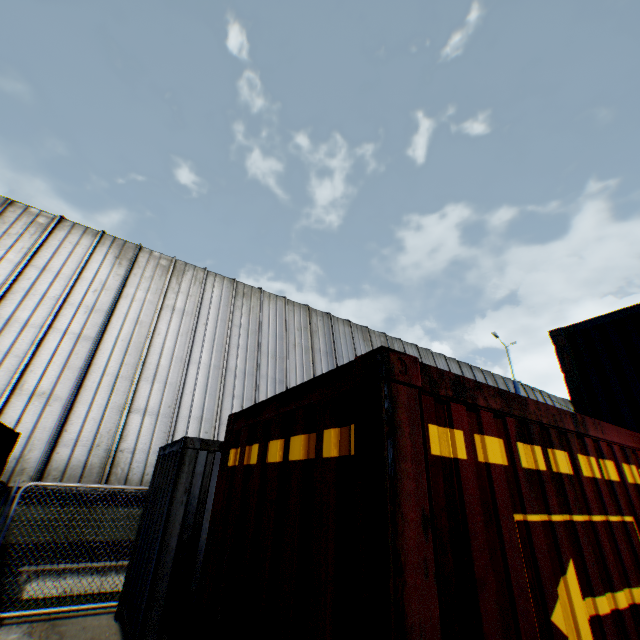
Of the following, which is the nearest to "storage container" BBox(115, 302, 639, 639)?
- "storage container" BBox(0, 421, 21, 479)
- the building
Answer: "storage container" BBox(0, 421, 21, 479)

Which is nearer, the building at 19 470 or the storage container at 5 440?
the storage container at 5 440

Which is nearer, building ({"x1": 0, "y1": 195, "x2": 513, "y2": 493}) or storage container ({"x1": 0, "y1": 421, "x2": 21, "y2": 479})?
storage container ({"x1": 0, "y1": 421, "x2": 21, "y2": 479})

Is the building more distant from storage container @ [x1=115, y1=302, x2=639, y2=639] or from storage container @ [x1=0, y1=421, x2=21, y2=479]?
storage container @ [x1=115, y1=302, x2=639, y2=639]

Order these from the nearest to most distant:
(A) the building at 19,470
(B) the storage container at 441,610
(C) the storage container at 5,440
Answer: (B) the storage container at 441,610 < (C) the storage container at 5,440 < (A) the building at 19,470

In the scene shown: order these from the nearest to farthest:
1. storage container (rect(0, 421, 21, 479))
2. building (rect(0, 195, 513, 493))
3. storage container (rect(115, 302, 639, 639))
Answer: storage container (rect(115, 302, 639, 639)) → storage container (rect(0, 421, 21, 479)) → building (rect(0, 195, 513, 493))

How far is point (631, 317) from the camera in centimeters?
667cm
